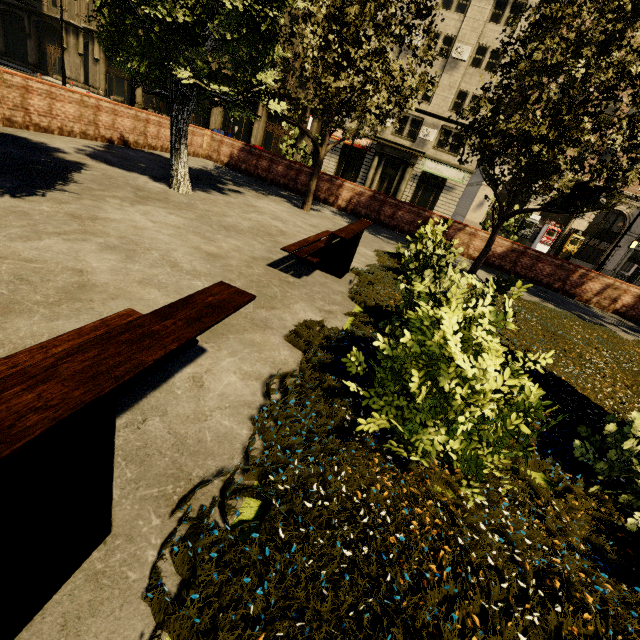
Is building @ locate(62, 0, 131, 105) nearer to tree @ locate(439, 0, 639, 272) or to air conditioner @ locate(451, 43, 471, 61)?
air conditioner @ locate(451, 43, 471, 61)

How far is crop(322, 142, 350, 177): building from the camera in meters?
31.2

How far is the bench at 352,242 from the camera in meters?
4.8 m

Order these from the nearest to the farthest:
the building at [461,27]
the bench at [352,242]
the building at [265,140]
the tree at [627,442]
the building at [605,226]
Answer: the tree at [627,442] < the bench at [352,242] < the building at [461,27] < the building at [605,226] < the building at [265,140]

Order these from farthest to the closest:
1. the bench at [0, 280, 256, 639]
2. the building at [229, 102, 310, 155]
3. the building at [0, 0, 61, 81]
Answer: the building at [0, 0, 61, 81]
the building at [229, 102, 310, 155]
the bench at [0, 280, 256, 639]

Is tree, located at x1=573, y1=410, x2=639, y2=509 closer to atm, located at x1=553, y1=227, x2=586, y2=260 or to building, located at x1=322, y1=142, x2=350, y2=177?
building, located at x1=322, y1=142, x2=350, y2=177

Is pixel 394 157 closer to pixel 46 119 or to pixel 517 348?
pixel 46 119

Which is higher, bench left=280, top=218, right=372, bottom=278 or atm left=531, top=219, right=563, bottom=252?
atm left=531, top=219, right=563, bottom=252
